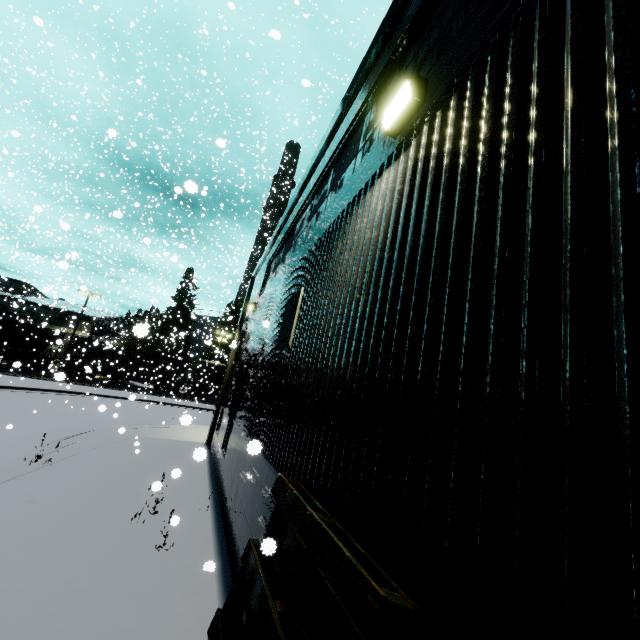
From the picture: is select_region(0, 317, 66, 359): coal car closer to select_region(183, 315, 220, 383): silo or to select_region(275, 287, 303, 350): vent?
select_region(183, 315, 220, 383): silo

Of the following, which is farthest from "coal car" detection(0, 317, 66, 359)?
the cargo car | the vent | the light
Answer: the vent

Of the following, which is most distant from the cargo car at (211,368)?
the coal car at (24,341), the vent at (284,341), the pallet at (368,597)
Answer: the pallet at (368,597)

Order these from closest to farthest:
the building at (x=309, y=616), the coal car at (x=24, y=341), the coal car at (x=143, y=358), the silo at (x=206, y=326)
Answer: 1. the building at (x=309, y=616)
2. the coal car at (x=24, y=341)
3. the coal car at (x=143, y=358)
4. the silo at (x=206, y=326)

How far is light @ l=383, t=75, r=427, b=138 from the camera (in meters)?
2.86

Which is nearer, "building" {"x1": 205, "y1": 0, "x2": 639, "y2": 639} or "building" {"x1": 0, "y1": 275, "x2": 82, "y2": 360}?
"building" {"x1": 205, "y1": 0, "x2": 639, "y2": 639}

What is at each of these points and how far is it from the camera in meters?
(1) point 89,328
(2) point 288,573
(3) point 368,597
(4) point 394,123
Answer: (1) building, 41.8 m
(2) building, 2.8 m
(3) pallet, 1.4 m
(4) light, 3.1 m

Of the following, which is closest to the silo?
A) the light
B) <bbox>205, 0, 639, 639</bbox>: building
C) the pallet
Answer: <bbox>205, 0, 639, 639</bbox>: building
